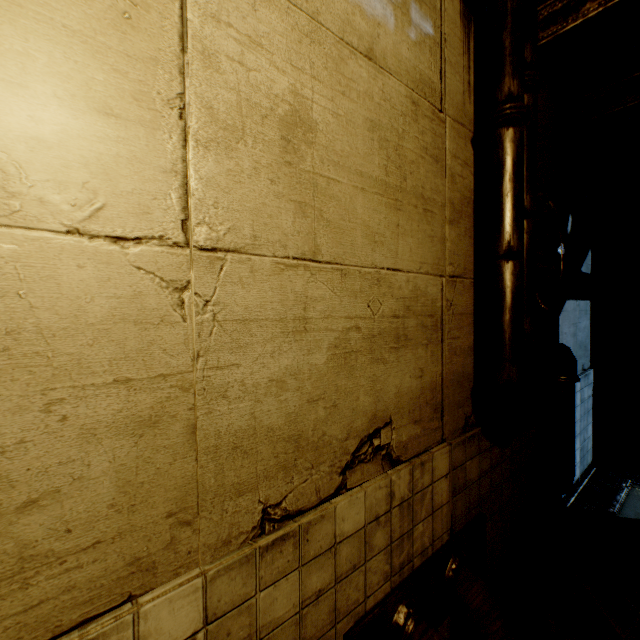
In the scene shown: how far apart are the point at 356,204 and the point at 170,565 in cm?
201

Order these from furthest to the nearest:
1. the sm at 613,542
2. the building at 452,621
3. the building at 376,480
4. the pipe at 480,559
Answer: the sm at 613,542 < the building at 452,621 < the pipe at 480,559 < the building at 376,480

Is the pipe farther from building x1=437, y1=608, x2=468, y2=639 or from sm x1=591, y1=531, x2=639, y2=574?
sm x1=591, y1=531, x2=639, y2=574

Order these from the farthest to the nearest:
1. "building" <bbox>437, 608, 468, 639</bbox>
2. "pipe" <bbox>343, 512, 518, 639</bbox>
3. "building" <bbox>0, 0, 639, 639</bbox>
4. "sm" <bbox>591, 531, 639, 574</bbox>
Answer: "sm" <bbox>591, 531, 639, 574</bbox> → "building" <bbox>437, 608, 468, 639</bbox> → "pipe" <bbox>343, 512, 518, 639</bbox> → "building" <bbox>0, 0, 639, 639</bbox>

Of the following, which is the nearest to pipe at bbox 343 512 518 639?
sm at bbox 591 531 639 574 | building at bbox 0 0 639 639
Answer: building at bbox 0 0 639 639

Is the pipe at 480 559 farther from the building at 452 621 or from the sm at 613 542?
the sm at 613 542

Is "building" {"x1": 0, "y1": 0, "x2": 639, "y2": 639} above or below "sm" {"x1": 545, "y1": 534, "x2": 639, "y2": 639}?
above
